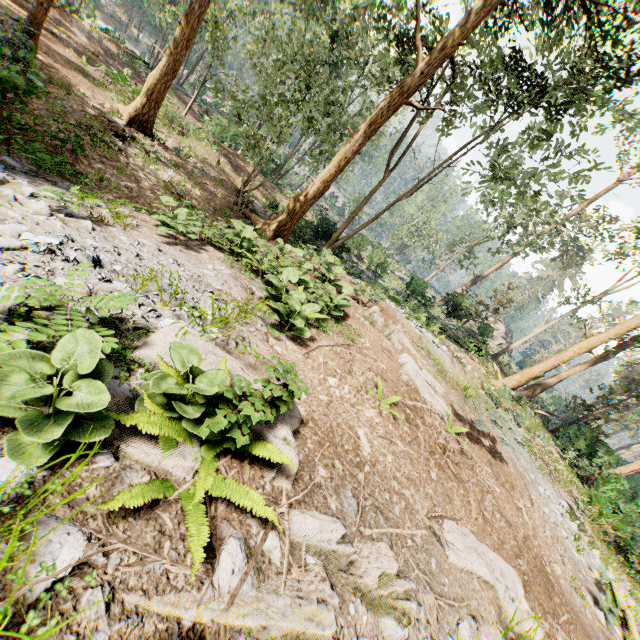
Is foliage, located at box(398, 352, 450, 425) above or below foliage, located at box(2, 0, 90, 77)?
above

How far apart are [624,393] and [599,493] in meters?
35.9

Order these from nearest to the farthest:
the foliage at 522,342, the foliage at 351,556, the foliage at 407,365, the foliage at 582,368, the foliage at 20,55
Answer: the foliage at 351,556
the foliage at 407,365
the foliage at 20,55
the foliage at 582,368
the foliage at 522,342

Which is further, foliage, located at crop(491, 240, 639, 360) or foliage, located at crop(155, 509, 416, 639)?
foliage, located at crop(491, 240, 639, 360)

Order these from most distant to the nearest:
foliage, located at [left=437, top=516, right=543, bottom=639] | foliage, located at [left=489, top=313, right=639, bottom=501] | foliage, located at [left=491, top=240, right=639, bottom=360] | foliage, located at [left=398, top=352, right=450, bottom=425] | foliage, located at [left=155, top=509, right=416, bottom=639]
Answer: foliage, located at [left=491, top=240, right=639, bottom=360] < foliage, located at [left=489, top=313, right=639, bottom=501] < foliage, located at [left=398, top=352, right=450, bottom=425] < foliage, located at [left=437, top=516, right=543, bottom=639] < foliage, located at [left=155, top=509, right=416, bottom=639]

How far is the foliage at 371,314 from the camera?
9.1m

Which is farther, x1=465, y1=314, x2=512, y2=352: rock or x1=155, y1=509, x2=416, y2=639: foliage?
x1=465, y1=314, x2=512, y2=352: rock
